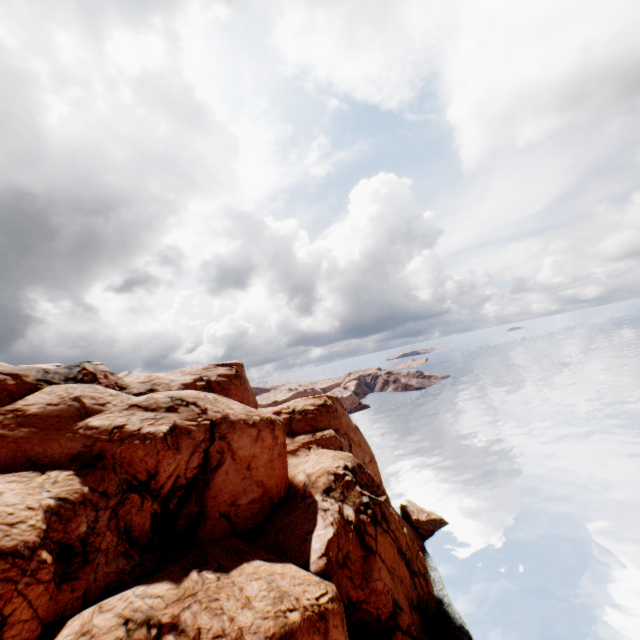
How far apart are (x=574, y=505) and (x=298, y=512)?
38.7m
